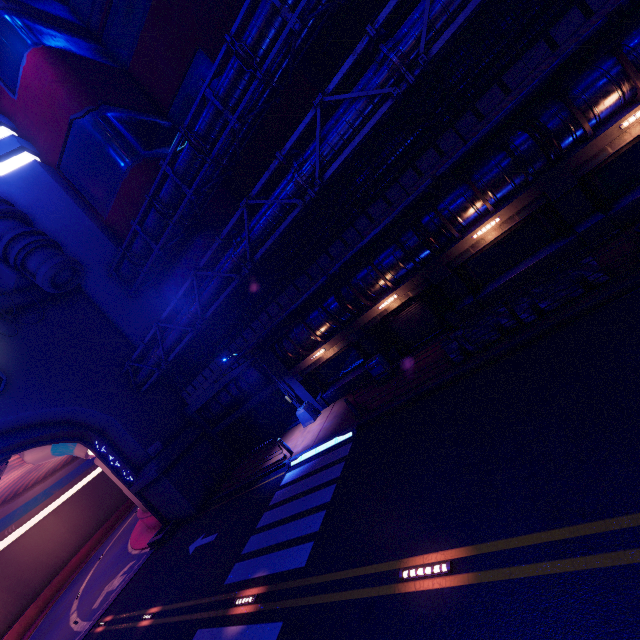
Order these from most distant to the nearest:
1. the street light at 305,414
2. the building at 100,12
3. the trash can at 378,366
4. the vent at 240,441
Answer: the building at 100,12, the vent at 240,441, the street light at 305,414, the trash can at 378,366

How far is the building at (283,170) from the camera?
26.5m

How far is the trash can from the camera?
15.5m

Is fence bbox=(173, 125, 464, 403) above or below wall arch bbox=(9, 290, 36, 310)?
below

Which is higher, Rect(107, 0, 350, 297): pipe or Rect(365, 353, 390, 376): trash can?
Rect(107, 0, 350, 297): pipe

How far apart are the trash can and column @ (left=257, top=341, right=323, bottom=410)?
4.30m

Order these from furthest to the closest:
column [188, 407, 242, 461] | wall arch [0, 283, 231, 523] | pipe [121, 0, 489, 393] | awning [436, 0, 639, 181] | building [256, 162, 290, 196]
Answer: building [256, 162, 290, 196] → column [188, 407, 242, 461] → wall arch [0, 283, 231, 523] → pipe [121, 0, 489, 393] → awning [436, 0, 639, 181]

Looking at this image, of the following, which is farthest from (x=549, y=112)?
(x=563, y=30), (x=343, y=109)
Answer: (x=343, y=109)
